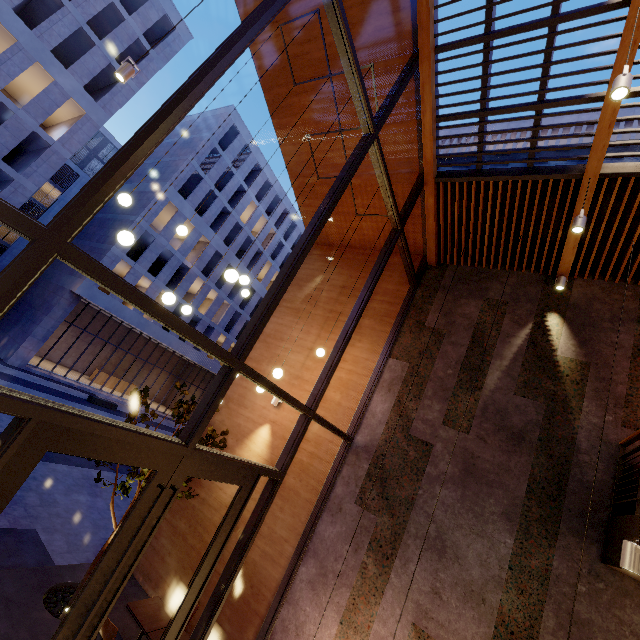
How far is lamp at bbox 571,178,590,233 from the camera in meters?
4.9

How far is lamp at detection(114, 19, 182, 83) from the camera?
4.5 meters

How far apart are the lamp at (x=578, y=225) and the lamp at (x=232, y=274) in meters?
3.9 m

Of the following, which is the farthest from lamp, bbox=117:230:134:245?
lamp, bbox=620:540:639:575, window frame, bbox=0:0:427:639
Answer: lamp, bbox=620:540:639:575

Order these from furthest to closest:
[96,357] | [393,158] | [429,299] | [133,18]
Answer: [96,357]
[133,18]
[429,299]
[393,158]

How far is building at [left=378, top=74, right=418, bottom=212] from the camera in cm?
630

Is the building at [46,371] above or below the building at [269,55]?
below
